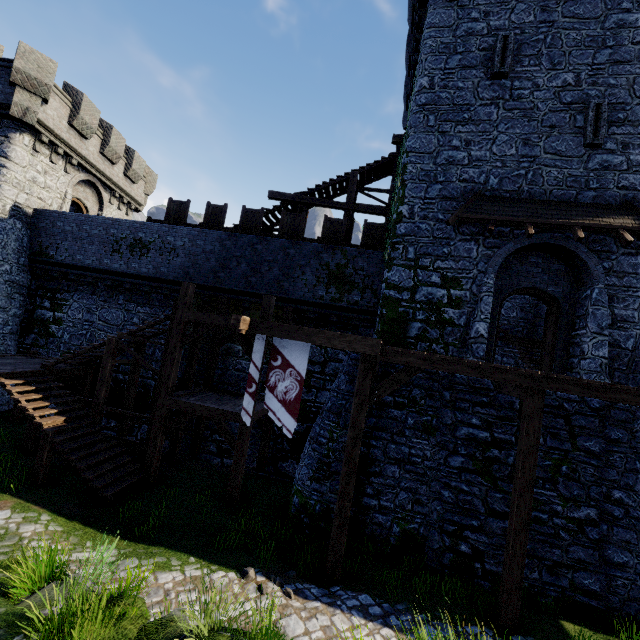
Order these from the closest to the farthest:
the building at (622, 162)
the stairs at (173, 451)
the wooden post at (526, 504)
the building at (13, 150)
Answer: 1. the wooden post at (526, 504)
2. the building at (622, 162)
3. the stairs at (173, 451)
4. the building at (13, 150)

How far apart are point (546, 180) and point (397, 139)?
6.44m

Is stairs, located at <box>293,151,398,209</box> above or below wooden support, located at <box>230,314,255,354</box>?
above

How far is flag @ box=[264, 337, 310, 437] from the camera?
8.95m

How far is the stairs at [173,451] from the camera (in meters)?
12.66

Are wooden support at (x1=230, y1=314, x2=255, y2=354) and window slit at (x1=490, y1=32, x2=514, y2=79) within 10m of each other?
no

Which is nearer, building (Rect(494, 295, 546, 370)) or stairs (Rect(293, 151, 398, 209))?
building (Rect(494, 295, 546, 370))

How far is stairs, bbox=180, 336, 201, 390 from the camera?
12.9 meters
